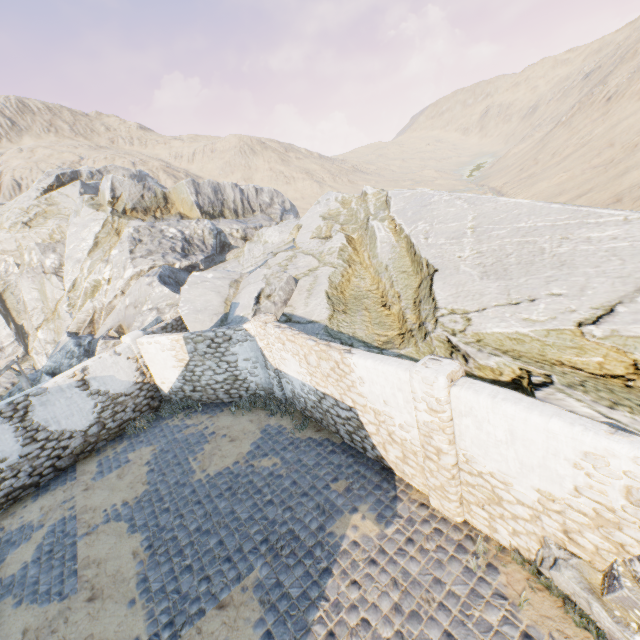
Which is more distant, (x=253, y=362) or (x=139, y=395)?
(x=139, y=395)

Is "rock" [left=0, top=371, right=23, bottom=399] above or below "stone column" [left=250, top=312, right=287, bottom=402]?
below

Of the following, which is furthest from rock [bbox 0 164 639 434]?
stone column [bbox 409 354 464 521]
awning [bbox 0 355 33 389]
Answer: stone column [bbox 409 354 464 521]

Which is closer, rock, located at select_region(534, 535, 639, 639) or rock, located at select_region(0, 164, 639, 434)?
rock, located at select_region(534, 535, 639, 639)

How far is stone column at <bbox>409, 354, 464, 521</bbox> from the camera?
5.2m

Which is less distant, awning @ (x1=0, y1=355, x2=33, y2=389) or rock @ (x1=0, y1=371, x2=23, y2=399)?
awning @ (x1=0, y1=355, x2=33, y2=389)

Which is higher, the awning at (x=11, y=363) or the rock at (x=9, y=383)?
the awning at (x=11, y=363)

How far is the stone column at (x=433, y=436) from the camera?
5.23m
